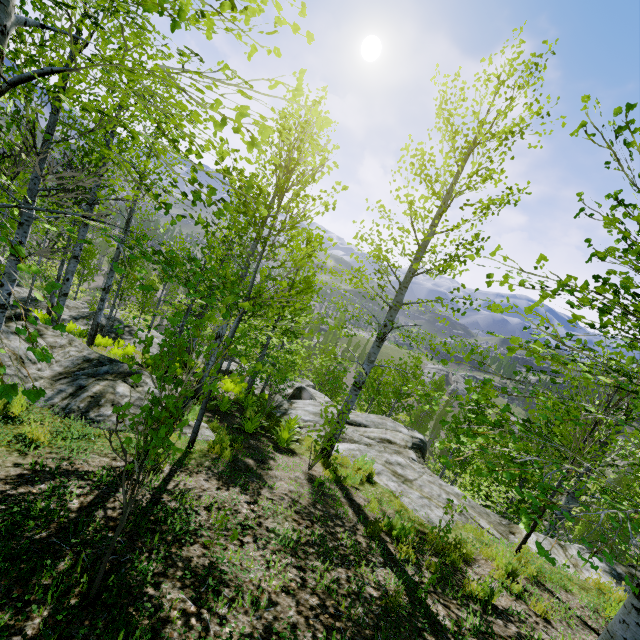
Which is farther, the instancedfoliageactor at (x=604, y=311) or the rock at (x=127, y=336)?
the rock at (x=127, y=336)

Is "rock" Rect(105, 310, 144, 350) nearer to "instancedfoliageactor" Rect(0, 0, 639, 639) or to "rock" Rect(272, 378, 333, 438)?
"instancedfoliageactor" Rect(0, 0, 639, 639)

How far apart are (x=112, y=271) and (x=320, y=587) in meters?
12.7

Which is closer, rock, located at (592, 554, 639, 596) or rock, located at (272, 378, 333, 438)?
rock, located at (592, 554, 639, 596)

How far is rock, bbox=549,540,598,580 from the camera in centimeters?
675cm

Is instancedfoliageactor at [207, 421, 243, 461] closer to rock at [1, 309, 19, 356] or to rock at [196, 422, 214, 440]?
rock at [196, 422, 214, 440]

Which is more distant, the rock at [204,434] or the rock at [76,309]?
the rock at [76,309]
